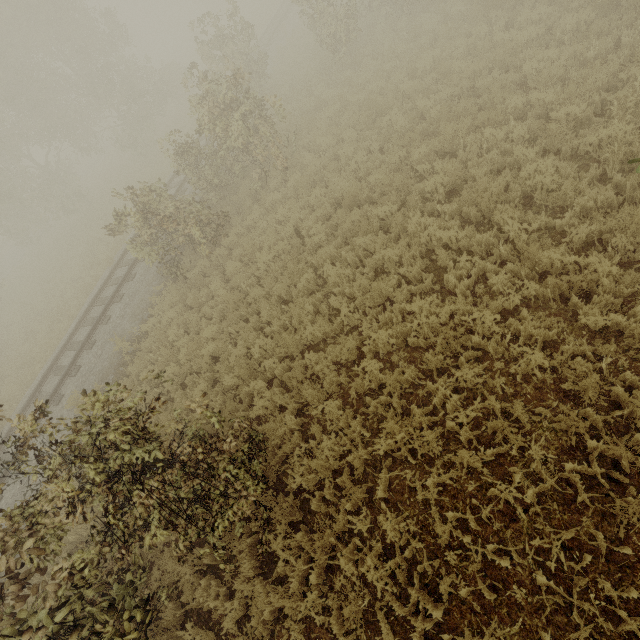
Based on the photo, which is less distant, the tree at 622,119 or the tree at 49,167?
the tree at 622,119

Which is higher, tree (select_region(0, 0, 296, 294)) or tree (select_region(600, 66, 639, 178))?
tree (select_region(0, 0, 296, 294))

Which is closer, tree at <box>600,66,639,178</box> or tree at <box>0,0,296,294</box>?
tree at <box>600,66,639,178</box>

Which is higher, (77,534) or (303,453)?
(77,534)

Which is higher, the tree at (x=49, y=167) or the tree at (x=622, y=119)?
the tree at (x=49, y=167)
